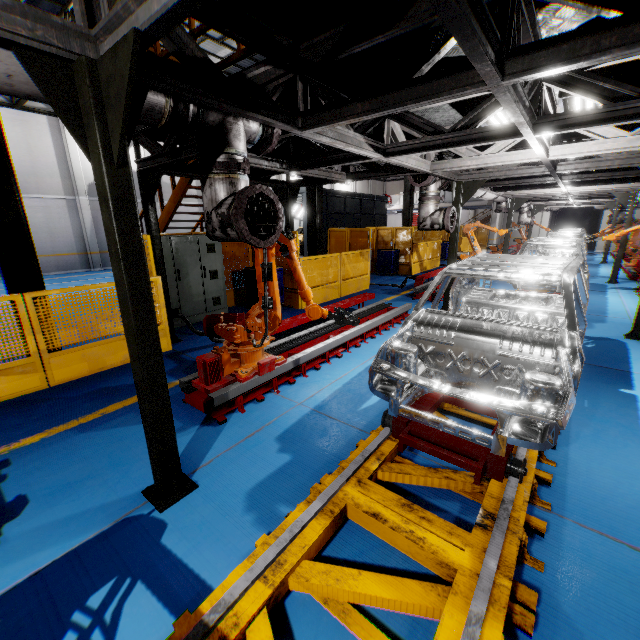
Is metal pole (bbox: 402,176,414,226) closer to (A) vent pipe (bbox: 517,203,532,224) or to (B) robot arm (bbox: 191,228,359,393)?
(A) vent pipe (bbox: 517,203,532,224)

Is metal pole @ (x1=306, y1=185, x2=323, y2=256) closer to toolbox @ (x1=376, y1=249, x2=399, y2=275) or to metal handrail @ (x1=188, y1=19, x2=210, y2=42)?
metal handrail @ (x1=188, y1=19, x2=210, y2=42)

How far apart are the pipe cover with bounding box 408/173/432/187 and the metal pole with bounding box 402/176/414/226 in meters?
9.7 m

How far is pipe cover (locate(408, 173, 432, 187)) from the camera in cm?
709

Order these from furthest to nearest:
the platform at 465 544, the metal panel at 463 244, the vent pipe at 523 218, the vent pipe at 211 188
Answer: the metal panel at 463 244 < the vent pipe at 523 218 < the vent pipe at 211 188 < the platform at 465 544

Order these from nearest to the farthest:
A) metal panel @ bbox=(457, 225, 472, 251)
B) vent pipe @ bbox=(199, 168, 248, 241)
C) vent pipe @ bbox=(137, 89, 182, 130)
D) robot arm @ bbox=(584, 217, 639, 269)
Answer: vent pipe @ bbox=(137, 89, 182, 130) < vent pipe @ bbox=(199, 168, 248, 241) < robot arm @ bbox=(584, 217, 639, 269) < metal panel @ bbox=(457, 225, 472, 251)

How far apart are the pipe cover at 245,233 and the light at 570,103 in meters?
3.6 m

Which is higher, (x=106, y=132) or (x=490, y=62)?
(x=490, y=62)
